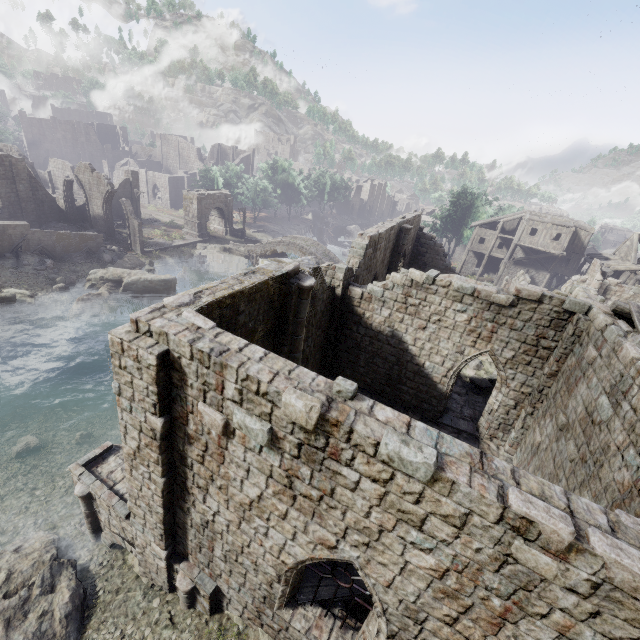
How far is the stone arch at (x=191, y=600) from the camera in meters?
8.2 m

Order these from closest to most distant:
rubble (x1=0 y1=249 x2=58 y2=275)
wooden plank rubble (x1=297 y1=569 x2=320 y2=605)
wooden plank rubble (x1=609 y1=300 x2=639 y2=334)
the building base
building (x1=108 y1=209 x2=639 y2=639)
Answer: building (x1=108 y1=209 x2=639 y2=639)
wooden plank rubble (x1=297 y1=569 x2=320 y2=605)
wooden plank rubble (x1=609 y1=300 x2=639 y2=334)
rubble (x1=0 y1=249 x2=58 y2=275)
the building base

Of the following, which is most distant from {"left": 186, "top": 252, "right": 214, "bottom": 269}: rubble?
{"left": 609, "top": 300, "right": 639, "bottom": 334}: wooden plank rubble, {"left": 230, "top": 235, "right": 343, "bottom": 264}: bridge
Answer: {"left": 609, "top": 300, "right": 639, "bottom": 334}: wooden plank rubble

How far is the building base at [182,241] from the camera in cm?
3878

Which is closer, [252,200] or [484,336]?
[484,336]

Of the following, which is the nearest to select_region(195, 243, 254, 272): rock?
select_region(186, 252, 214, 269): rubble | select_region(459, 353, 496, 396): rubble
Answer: select_region(186, 252, 214, 269): rubble

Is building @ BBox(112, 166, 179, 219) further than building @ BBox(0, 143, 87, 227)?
Yes

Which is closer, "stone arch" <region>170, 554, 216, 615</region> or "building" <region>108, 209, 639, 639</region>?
"building" <region>108, 209, 639, 639</region>
